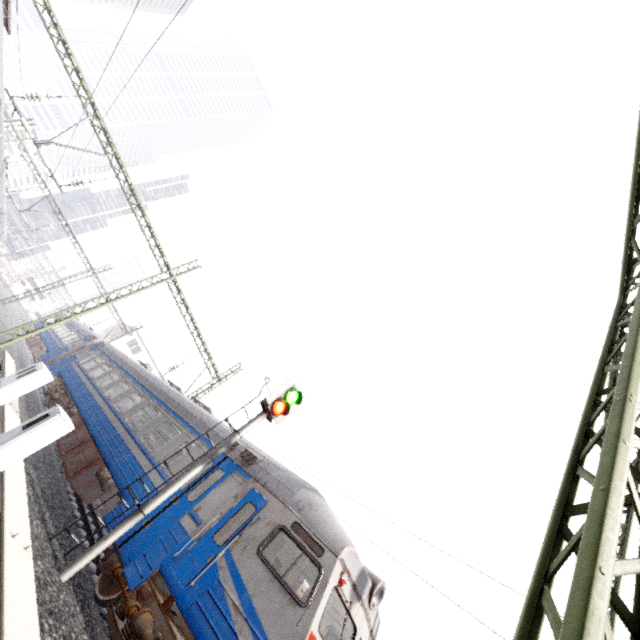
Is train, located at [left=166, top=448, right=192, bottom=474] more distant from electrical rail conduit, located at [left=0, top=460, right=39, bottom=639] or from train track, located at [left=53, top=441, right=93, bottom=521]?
electrical rail conduit, located at [left=0, top=460, right=39, bottom=639]

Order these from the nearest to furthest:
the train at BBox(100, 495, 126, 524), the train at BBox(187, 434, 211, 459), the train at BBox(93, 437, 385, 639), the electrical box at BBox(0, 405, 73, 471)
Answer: the electrical box at BBox(0, 405, 73, 471) < the train at BBox(93, 437, 385, 639) < the train at BBox(100, 495, 126, 524) < the train at BBox(187, 434, 211, 459)

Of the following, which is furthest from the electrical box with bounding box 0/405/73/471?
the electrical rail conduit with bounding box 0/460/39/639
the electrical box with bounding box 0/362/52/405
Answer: the electrical box with bounding box 0/362/52/405

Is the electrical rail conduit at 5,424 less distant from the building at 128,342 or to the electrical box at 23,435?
the electrical box at 23,435

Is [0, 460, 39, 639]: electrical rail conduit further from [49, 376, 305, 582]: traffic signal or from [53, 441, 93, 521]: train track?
[53, 441, 93, 521]: train track

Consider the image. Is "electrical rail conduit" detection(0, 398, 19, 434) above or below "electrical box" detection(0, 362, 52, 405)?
below

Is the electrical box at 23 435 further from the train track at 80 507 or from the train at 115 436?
the train track at 80 507

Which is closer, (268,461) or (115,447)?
(268,461)
